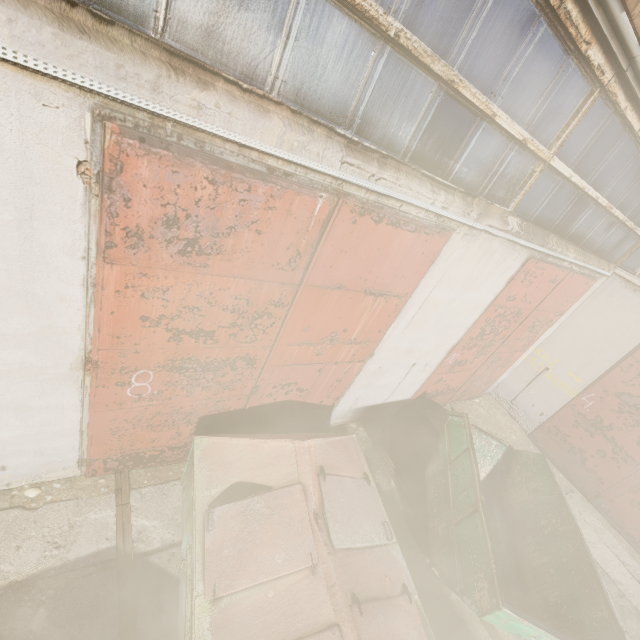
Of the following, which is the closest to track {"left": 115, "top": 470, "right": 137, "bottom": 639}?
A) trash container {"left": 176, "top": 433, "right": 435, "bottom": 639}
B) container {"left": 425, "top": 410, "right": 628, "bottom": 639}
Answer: trash container {"left": 176, "top": 433, "right": 435, "bottom": 639}

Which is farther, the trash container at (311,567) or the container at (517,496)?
the container at (517,496)

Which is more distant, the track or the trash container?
the track

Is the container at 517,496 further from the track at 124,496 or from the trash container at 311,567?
the track at 124,496

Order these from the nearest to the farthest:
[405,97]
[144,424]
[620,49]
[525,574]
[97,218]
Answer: [97,218] → [405,97] → [620,49] → [144,424] → [525,574]

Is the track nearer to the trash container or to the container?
the trash container
